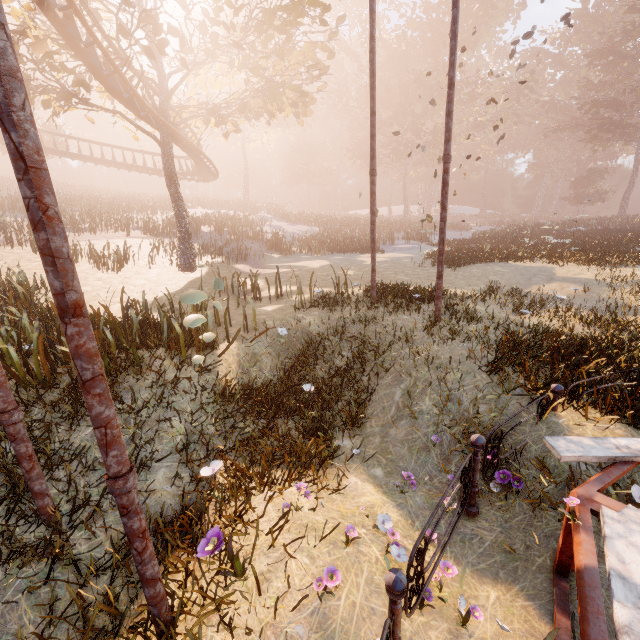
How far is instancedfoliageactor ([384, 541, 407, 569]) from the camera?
3.25m

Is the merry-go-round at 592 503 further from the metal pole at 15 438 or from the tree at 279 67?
the tree at 279 67

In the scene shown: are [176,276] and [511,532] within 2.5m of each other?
no

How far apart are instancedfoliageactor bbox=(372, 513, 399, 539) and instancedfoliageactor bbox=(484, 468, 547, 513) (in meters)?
1.62

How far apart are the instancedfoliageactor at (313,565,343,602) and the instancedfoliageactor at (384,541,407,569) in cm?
62

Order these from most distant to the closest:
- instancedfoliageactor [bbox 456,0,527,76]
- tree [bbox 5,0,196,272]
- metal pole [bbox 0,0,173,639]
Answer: instancedfoliageactor [bbox 456,0,527,76] < tree [bbox 5,0,196,272] < metal pole [bbox 0,0,173,639]

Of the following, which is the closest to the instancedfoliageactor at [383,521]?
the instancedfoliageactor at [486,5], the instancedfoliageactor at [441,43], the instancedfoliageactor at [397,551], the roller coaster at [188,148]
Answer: the instancedfoliageactor at [397,551]

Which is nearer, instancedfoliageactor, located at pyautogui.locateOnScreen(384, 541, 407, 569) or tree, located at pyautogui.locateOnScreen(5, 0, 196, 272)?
instancedfoliageactor, located at pyautogui.locateOnScreen(384, 541, 407, 569)
